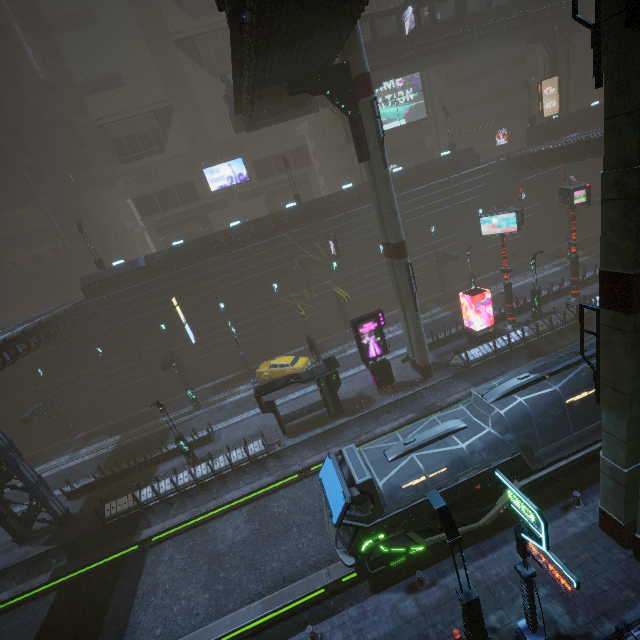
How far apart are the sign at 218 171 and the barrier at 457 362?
34.18m

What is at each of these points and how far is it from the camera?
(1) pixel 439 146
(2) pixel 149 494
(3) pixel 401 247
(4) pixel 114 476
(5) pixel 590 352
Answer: (1) building, 43.88m
(2) building, 20.44m
(3) sm, 19.83m
(4) building, 23.28m
(5) train, 13.02m

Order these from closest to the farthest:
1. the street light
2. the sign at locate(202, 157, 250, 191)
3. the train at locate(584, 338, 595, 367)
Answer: the street light → the train at locate(584, 338, 595, 367) → the sign at locate(202, 157, 250, 191)

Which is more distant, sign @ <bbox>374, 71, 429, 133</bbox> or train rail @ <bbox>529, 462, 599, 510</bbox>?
sign @ <bbox>374, 71, 429, 133</bbox>

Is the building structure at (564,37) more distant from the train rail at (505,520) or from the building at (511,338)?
the train rail at (505,520)

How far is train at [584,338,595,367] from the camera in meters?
13.0 m

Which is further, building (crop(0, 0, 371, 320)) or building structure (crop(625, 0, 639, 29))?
building (crop(0, 0, 371, 320))

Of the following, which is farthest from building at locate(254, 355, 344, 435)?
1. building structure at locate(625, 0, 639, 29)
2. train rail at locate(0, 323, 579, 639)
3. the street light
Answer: building structure at locate(625, 0, 639, 29)
